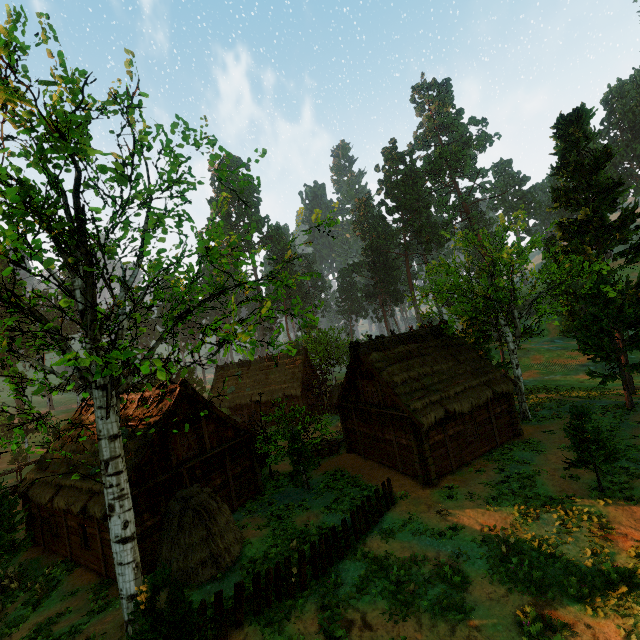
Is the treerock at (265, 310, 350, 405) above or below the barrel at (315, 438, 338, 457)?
above

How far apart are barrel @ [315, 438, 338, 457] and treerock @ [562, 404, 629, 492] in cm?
1492

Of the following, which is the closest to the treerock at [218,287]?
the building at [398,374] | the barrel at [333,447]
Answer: the building at [398,374]

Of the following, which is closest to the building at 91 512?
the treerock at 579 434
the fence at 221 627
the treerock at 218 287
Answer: the treerock at 218 287

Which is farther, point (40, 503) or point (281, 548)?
point (40, 503)

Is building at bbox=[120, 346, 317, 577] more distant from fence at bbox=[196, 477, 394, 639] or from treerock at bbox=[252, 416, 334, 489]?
fence at bbox=[196, 477, 394, 639]

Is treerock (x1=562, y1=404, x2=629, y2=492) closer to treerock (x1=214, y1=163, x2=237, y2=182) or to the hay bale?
treerock (x1=214, y1=163, x2=237, y2=182)
